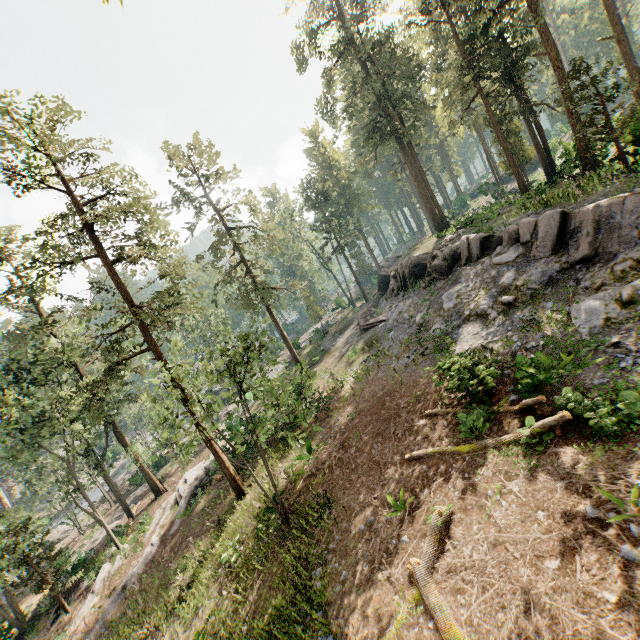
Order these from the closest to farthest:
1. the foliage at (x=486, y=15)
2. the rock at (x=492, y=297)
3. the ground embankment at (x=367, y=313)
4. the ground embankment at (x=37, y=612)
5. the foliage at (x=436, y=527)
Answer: the foliage at (x=436, y=527) → the rock at (x=492, y=297) → the foliage at (x=486, y=15) → the ground embankment at (x=37, y=612) → the ground embankment at (x=367, y=313)

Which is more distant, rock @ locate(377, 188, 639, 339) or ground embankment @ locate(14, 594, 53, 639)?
ground embankment @ locate(14, 594, 53, 639)

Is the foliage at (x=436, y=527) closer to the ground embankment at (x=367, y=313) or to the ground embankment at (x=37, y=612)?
the ground embankment at (x=37, y=612)

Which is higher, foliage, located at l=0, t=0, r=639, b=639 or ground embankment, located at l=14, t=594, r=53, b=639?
foliage, located at l=0, t=0, r=639, b=639

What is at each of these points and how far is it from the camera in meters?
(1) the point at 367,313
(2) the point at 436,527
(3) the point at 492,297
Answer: (1) ground embankment, 31.6
(2) foliage, 9.1
(3) rock, 16.4

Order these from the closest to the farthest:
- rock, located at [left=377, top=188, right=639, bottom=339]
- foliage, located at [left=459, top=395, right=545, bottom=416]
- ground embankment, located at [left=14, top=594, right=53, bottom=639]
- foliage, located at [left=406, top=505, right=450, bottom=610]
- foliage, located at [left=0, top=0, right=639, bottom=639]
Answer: foliage, located at [left=406, top=505, right=450, bottom=610], foliage, located at [left=459, top=395, right=545, bottom=416], rock, located at [left=377, top=188, right=639, bottom=339], foliage, located at [left=0, top=0, right=639, bottom=639], ground embankment, located at [left=14, top=594, right=53, bottom=639]

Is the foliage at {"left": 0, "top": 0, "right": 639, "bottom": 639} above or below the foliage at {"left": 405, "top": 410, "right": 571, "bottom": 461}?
above

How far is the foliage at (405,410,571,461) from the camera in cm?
850
